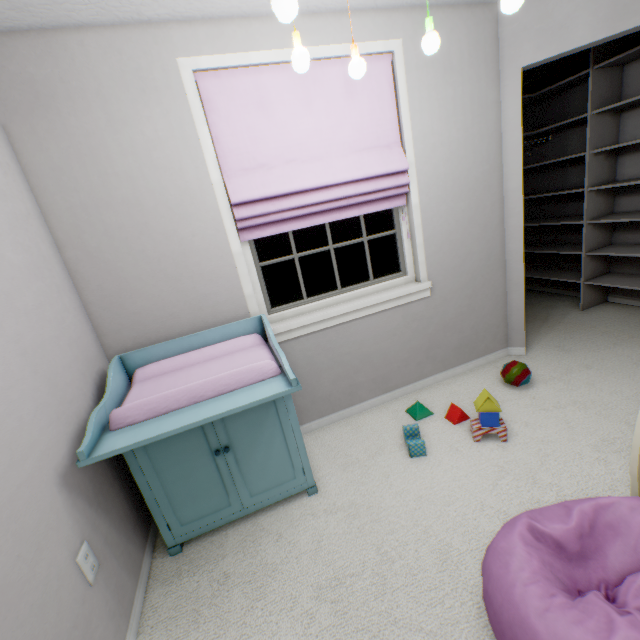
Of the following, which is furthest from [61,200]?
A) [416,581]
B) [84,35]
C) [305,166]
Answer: [416,581]

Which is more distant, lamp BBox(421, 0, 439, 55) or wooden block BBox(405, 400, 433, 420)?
wooden block BBox(405, 400, 433, 420)

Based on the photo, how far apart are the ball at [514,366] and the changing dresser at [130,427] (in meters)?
1.54

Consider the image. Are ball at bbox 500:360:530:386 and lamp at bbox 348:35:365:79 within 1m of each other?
no

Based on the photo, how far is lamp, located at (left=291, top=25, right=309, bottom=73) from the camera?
1.1m

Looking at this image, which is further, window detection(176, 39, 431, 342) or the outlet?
window detection(176, 39, 431, 342)

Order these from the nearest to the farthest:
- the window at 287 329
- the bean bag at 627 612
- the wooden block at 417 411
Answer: the bean bag at 627 612, the window at 287 329, the wooden block at 417 411

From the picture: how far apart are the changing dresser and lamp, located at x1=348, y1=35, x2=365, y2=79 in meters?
1.2 m
